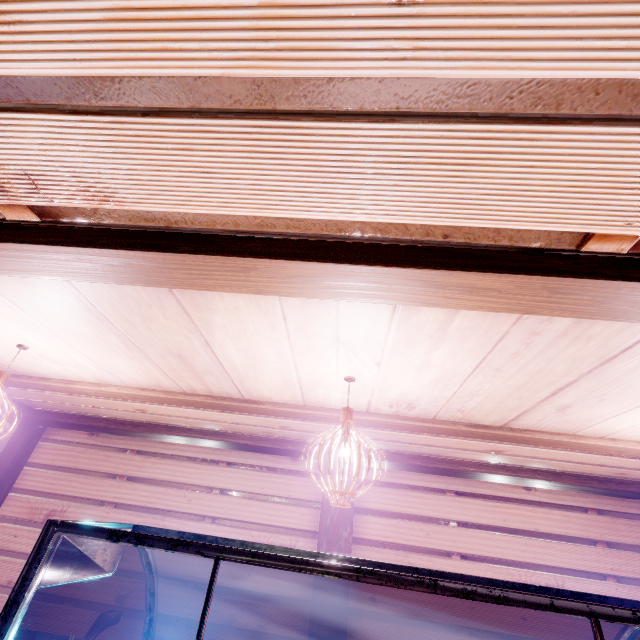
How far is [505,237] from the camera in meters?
2.0

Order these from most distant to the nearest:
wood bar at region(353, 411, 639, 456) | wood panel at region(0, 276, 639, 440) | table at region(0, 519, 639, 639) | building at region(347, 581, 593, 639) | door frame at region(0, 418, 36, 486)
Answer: door frame at region(0, 418, 36, 486) → building at region(347, 581, 593, 639) → wood bar at region(353, 411, 639, 456) → wood panel at region(0, 276, 639, 440) → table at region(0, 519, 639, 639)

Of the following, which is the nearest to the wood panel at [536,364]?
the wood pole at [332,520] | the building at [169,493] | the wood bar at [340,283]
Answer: the wood bar at [340,283]

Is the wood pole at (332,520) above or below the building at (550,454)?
below

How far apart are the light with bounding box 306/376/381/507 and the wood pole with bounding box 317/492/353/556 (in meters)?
4.59

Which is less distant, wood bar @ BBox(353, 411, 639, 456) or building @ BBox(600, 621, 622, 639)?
wood bar @ BBox(353, 411, 639, 456)

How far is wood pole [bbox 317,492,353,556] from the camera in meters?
6.8 m

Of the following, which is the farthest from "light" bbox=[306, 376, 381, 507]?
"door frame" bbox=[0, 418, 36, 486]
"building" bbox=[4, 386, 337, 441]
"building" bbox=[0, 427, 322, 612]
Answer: "door frame" bbox=[0, 418, 36, 486]
